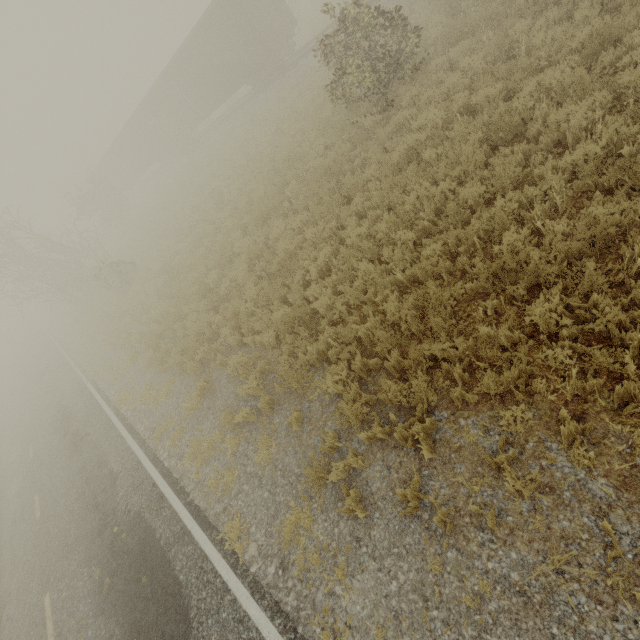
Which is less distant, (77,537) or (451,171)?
(451,171)
